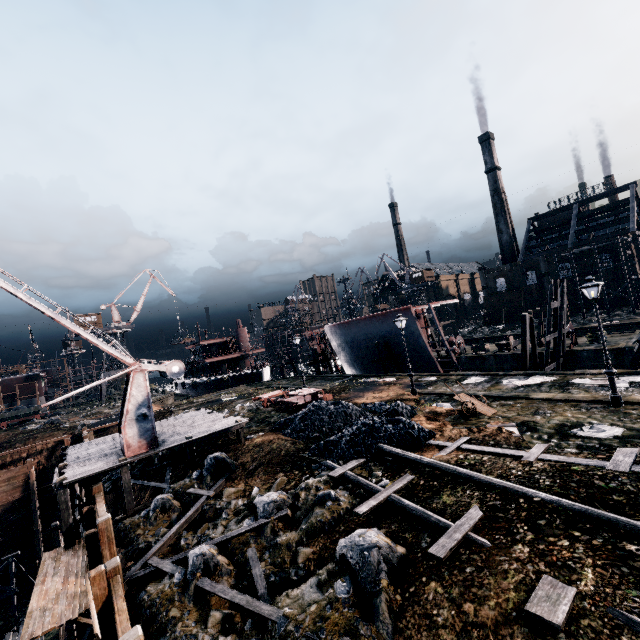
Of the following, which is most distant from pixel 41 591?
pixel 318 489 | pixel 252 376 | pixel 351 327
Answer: pixel 252 376

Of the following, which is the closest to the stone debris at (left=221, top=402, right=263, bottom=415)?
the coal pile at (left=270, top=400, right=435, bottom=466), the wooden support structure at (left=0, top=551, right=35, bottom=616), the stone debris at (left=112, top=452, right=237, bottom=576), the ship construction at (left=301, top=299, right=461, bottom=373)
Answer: the stone debris at (left=112, top=452, right=237, bottom=576)

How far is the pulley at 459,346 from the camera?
41.19m

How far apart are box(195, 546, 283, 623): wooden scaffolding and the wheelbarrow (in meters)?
12.51

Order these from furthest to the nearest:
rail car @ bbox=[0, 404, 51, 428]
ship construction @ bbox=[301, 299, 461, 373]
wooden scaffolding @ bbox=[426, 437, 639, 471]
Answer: rail car @ bbox=[0, 404, 51, 428] < ship construction @ bbox=[301, 299, 461, 373] < wooden scaffolding @ bbox=[426, 437, 639, 471]

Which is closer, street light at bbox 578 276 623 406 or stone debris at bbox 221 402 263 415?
street light at bbox 578 276 623 406

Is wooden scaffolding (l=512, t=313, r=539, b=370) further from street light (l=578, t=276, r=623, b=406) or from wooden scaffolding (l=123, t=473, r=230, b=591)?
wooden scaffolding (l=123, t=473, r=230, b=591)

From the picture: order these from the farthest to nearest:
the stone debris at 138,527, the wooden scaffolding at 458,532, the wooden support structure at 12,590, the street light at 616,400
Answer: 1. the wooden support structure at 12,590
2. the street light at 616,400
3. the stone debris at 138,527
4. the wooden scaffolding at 458,532
